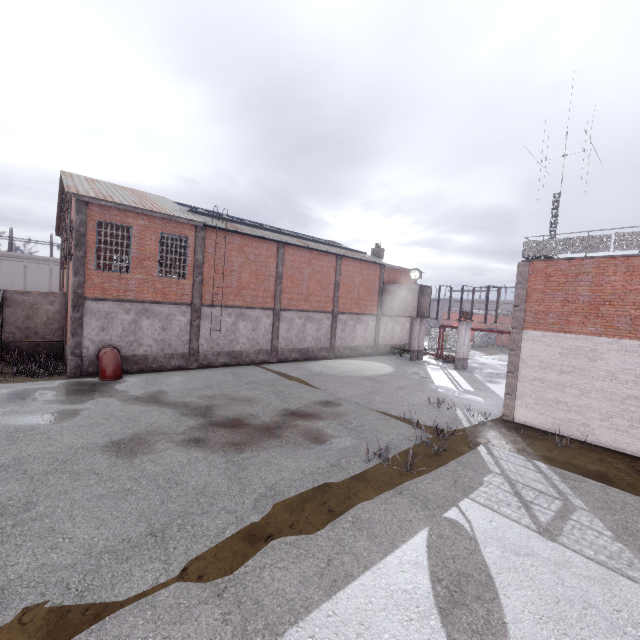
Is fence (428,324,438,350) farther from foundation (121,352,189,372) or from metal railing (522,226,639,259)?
foundation (121,352,189,372)

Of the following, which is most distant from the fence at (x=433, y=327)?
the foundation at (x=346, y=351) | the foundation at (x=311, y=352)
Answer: the foundation at (x=311, y=352)

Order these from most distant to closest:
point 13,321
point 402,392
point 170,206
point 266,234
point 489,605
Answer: point 266,234, point 170,206, point 13,321, point 402,392, point 489,605

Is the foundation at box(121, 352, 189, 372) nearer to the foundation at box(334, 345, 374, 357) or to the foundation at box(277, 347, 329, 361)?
the foundation at box(277, 347, 329, 361)

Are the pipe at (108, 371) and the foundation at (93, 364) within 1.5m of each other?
yes

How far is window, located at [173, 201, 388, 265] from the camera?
21.2m

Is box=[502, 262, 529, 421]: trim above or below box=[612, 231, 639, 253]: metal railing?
below

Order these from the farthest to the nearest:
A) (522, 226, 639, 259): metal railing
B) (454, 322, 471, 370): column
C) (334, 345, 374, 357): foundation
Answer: (334, 345, 374, 357): foundation, (454, 322, 471, 370): column, (522, 226, 639, 259): metal railing
